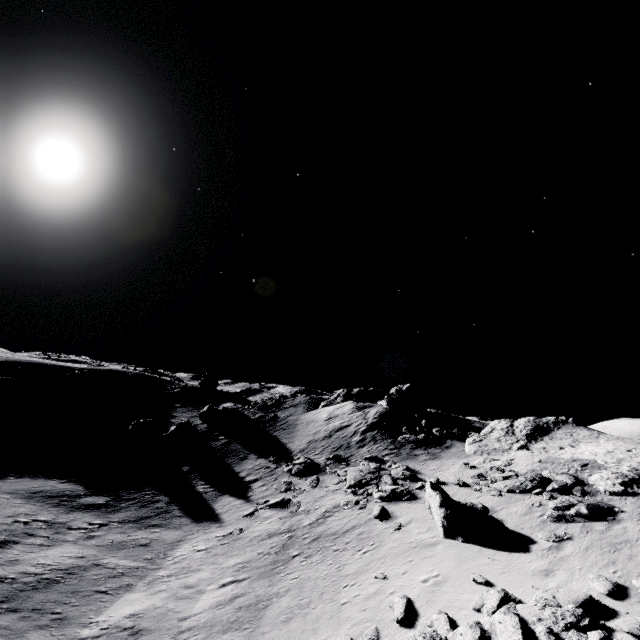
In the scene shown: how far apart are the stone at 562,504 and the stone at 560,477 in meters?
2.8 m

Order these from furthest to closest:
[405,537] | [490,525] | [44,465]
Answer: [44,465] → [405,537] → [490,525]

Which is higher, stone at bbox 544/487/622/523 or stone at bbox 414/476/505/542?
stone at bbox 544/487/622/523

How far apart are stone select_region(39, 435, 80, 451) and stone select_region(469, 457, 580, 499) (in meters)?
36.88

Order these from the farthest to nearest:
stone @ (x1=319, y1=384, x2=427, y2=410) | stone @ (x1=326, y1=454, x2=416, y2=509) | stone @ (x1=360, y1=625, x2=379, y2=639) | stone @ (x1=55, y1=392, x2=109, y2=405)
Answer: stone @ (x1=55, y1=392, x2=109, y2=405)
stone @ (x1=319, y1=384, x2=427, y2=410)
stone @ (x1=326, y1=454, x2=416, y2=509)
stone @ (x1=360, y1=625, x2=379, y2=639)

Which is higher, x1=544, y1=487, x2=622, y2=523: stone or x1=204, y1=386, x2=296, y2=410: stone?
x1=204, y1=386, x2=296, y2=410: stone

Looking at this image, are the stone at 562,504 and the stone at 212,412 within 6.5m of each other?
no

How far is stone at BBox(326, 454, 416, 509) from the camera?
21.45m
